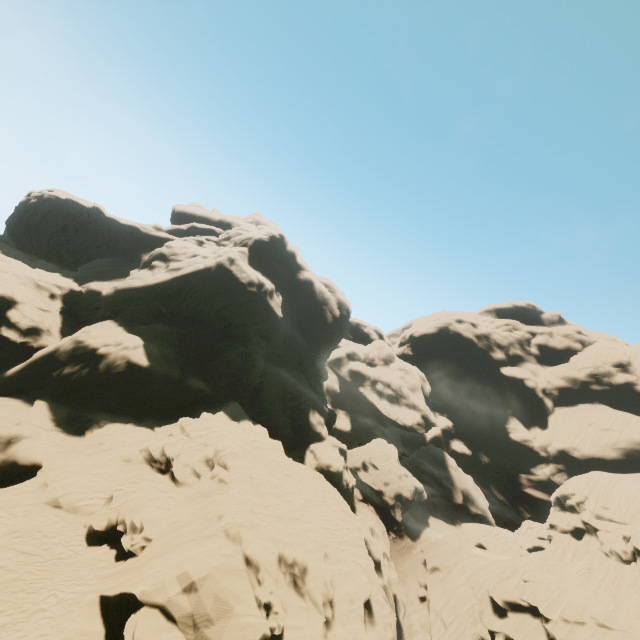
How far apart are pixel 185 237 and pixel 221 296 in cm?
1803

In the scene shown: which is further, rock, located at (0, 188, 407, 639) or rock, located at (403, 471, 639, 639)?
rock, located at (403, 471, 639, 639)

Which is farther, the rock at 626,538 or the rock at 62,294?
the rock at 626,538
